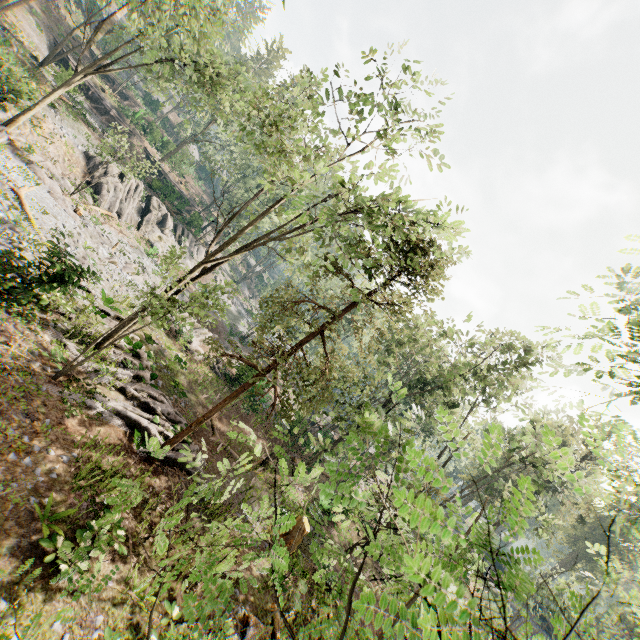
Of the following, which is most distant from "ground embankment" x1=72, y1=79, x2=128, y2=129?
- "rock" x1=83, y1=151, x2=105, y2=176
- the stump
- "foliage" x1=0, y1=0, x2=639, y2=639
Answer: the stump

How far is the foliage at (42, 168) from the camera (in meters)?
21.03

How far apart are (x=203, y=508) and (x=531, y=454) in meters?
24.0 m

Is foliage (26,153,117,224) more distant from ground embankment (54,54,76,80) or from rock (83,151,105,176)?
ground embankment (54,54,76,80)

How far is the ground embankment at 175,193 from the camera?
39.56m

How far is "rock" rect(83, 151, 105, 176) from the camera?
28.2 meters

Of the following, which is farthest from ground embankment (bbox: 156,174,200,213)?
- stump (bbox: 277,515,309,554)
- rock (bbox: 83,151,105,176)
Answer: Result: stump (bbox: 277,515,309,554)

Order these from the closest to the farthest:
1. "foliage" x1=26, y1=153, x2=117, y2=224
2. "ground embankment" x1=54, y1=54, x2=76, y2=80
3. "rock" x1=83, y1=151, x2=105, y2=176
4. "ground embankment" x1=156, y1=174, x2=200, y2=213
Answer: "foliage" x1=26, y1=153, x2=117, y2=224
"ground embankment" x1=54, y1=54, x2=76, y2=80
"rock" x1=83, y1=151, x2=105, y2=176
"ground embankment" x1=156, y1=174, x2=200, y2=213
